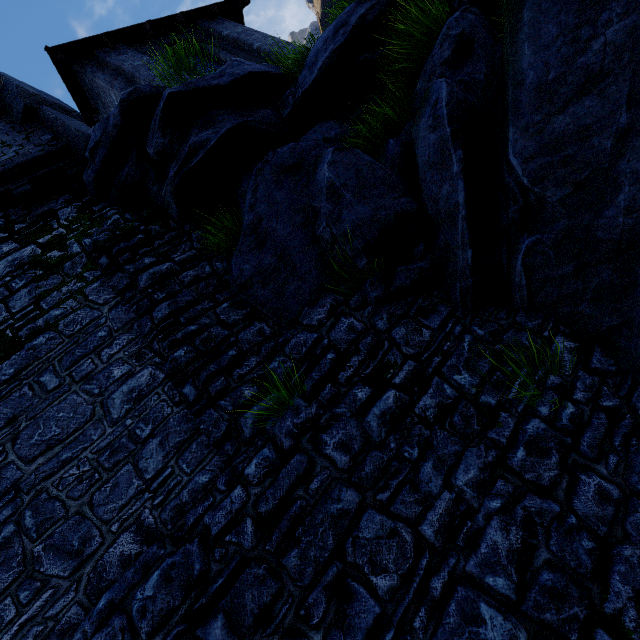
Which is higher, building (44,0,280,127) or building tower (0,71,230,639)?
building (44,0,280,127)

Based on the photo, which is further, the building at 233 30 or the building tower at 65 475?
the building at 233 30

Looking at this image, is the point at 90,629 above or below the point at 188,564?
above

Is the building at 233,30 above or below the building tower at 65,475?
above

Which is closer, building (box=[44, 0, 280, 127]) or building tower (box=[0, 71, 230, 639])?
building tower (box=[0, 71, 230, 639])
